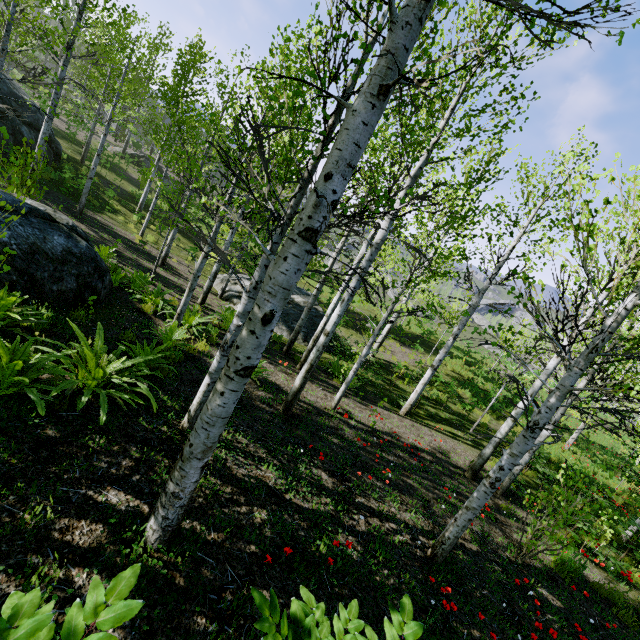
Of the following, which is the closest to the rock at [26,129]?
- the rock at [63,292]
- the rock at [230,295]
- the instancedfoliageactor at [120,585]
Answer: the rock at [63,292]

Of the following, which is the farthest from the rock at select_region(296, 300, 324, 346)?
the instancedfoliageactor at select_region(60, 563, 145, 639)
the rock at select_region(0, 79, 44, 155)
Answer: the instancedfoliageactor at select_region(60, 563, 145, 639)

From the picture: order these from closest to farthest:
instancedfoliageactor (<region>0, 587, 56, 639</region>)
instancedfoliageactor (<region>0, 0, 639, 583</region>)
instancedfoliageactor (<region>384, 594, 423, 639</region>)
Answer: instancedfoliageactor (<region>0, 587, 56, 639</region>)
instancedfoliageactor (<region>384, 594, 423, 639</region>)
instancedfoliageactor (<region>0, 0, 639, 583</region>)

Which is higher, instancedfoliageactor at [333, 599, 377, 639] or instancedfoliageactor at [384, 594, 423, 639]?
instancedfoliageactor at [384, 594, 423, 639]

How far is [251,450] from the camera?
4.91m

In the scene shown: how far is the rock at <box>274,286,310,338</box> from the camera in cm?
1395

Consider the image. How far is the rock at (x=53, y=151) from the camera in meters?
17.0 m

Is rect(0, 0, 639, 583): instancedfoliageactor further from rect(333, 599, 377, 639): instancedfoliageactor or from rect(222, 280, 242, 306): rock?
rect(333, 599, 377, 639): instancedfoliageactor
